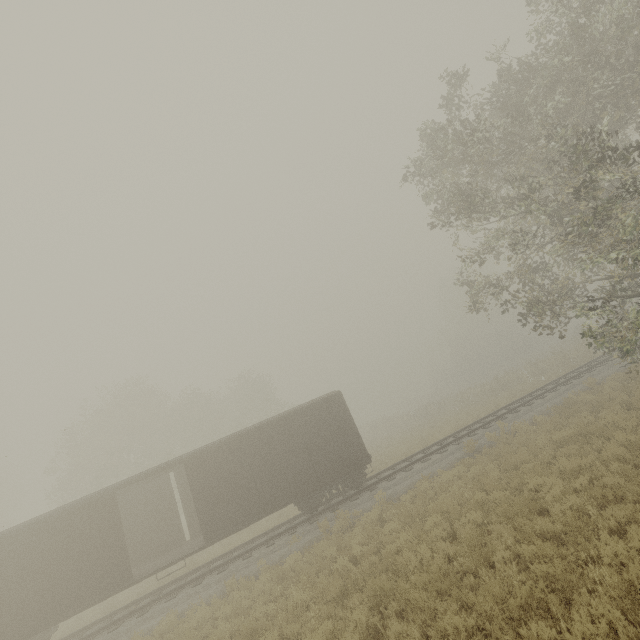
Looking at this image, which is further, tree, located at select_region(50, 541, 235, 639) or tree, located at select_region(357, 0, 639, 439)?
tree, located at select_region(50, 541, 235, 639)

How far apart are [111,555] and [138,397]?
23.2 meters

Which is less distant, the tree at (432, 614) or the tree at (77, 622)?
the tree at (432, 614)

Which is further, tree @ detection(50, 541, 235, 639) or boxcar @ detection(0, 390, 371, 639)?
tree @ detection(50, 541, 235, 639)

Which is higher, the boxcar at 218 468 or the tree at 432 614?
the boxcar at 218 468

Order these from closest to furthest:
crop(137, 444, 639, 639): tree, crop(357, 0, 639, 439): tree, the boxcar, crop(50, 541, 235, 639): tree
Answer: crop(137, 444, 639, 639): tree
crop(357, 0, 639, 439): tree
the boxcar
crop(50, 541, 235, 639): tree
